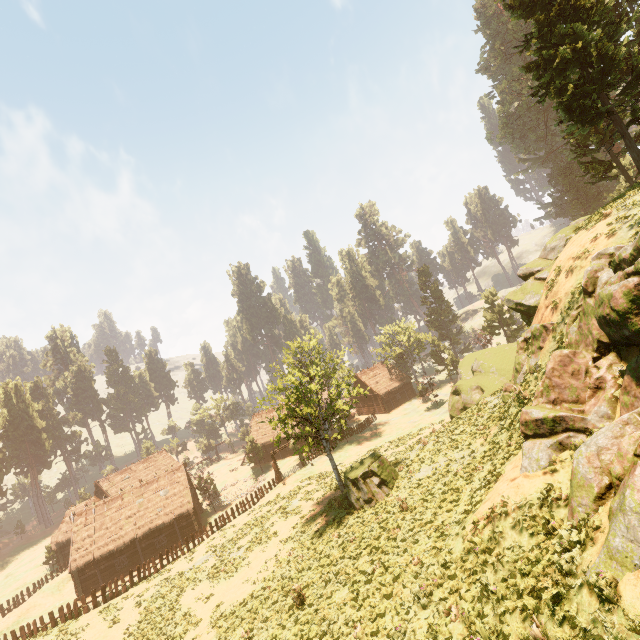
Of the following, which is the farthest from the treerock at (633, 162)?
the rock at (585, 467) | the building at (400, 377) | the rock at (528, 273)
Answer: the rock at (585, 467)

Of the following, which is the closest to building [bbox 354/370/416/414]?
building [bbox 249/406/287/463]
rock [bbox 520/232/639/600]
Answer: building [bbox 249/406/287/463]

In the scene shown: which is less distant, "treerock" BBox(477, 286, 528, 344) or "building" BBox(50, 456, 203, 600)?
"building" BBox(50, 456, 203, 600)

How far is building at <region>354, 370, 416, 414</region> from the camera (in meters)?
55.91

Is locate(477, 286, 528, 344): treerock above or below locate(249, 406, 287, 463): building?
above

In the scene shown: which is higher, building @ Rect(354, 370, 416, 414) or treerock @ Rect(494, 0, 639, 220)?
treerock @ Rect(494, 0, 639, 220)

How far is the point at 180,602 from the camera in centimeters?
2217cm

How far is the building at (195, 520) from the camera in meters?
33.9
